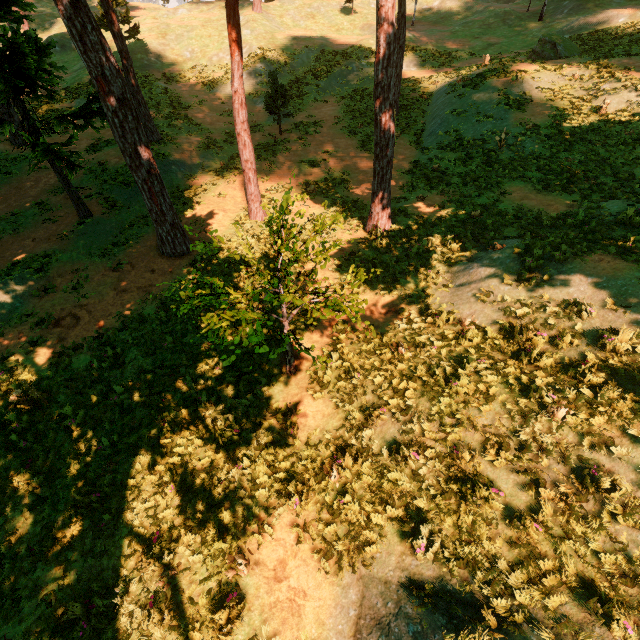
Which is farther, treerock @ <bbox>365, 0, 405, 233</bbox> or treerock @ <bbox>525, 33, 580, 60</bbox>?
treerock @ <bbox>525, 33, 580, 60</bbox>

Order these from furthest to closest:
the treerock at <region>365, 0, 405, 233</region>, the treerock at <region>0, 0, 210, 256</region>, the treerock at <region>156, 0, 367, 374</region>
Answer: the treerock at <region>365, 0, 405, 233</region> < the treerock at <region>0, 0, 210, 256</region> < the treerock at <region>156, 0, 367, 374</region>

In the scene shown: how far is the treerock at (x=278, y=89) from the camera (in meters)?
19.94

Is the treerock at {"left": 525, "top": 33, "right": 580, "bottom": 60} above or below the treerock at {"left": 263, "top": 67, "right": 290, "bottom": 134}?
above

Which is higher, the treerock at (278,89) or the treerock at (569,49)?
the treerock at (569,49)

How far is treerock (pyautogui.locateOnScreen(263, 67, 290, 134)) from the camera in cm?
1994

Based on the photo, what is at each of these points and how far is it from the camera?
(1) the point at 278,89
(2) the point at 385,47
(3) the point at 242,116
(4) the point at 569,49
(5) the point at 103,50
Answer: (1) treerock, 20.25m
(2) treerock, 9.82m
(3) treerock, 12.47m
(4) treerock, 22.34m
(5) treerock, 8.95m
